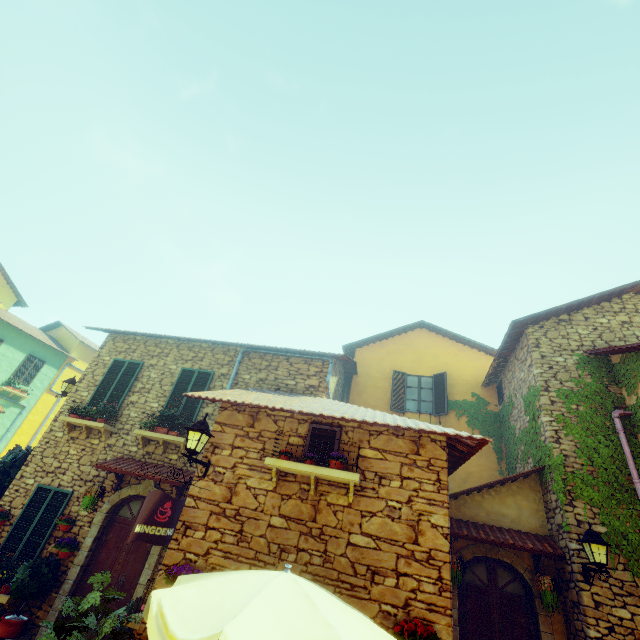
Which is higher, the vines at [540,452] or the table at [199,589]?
the vines at [540,452]

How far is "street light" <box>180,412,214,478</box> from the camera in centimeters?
517cm

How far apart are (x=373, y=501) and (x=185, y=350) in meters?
7.8

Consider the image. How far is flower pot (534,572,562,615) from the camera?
6.2 meters

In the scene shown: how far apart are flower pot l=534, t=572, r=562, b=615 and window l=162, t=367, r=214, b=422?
8.61m

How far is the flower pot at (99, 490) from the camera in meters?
7.5

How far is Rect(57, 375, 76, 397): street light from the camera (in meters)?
10.49

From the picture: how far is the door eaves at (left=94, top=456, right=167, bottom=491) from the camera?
7.7m
